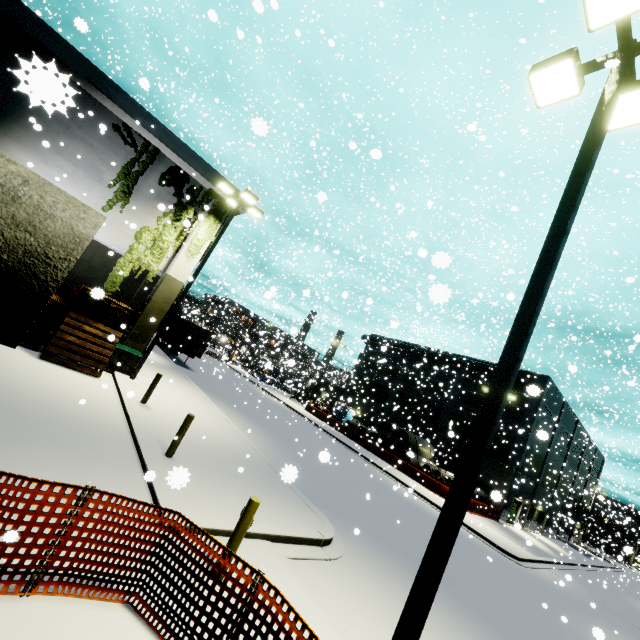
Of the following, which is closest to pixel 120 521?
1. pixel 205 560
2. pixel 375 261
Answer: pixel 205 560

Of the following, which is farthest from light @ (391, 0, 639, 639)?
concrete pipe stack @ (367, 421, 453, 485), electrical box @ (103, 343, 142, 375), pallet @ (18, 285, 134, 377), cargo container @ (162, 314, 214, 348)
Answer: cargo container @ (162, 314, 214, 348)

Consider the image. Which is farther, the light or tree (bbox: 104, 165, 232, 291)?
tree (bbox: 104, 165, 232, 291)

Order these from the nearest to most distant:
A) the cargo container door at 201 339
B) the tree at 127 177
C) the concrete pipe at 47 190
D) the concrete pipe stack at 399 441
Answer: the concrete pipe at 47 190
the tree at 127 177
the cargo container door at 201 339
the concrete pipe stack at 399 441

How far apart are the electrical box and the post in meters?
11.2

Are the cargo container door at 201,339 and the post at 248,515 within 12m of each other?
no

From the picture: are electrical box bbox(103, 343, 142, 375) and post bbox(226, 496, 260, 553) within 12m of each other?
yes

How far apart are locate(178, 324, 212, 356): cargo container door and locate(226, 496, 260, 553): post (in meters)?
23.21
